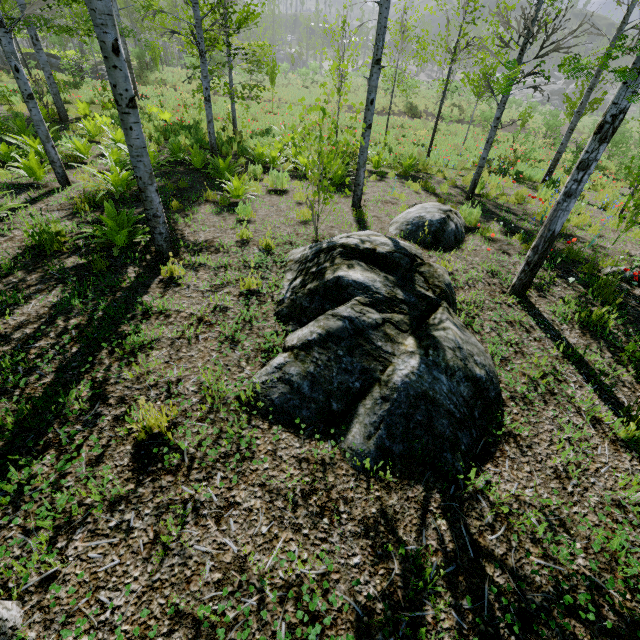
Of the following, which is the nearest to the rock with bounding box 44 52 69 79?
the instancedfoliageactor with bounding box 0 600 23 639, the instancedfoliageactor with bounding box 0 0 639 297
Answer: the instancedfoliageactor with bounding box 0 0 639 297

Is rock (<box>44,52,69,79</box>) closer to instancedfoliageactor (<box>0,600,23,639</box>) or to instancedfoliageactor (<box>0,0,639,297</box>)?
instancedfoliageactor (<box>0,0,639,297</box>)

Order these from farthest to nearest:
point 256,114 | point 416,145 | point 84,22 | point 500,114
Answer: point 256,114, point 416,145, point 84,22, point 500,114

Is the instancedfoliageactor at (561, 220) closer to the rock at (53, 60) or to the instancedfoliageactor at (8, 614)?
the rock at (53, 60)

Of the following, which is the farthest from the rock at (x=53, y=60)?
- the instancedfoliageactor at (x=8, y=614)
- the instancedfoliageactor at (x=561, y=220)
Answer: the instancedfoliageactor at (x=8, y=614)

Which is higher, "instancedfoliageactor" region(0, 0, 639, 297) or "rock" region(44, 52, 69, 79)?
"rock" region(44, 52, 69, 79)

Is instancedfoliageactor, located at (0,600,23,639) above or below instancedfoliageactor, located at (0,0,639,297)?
below
